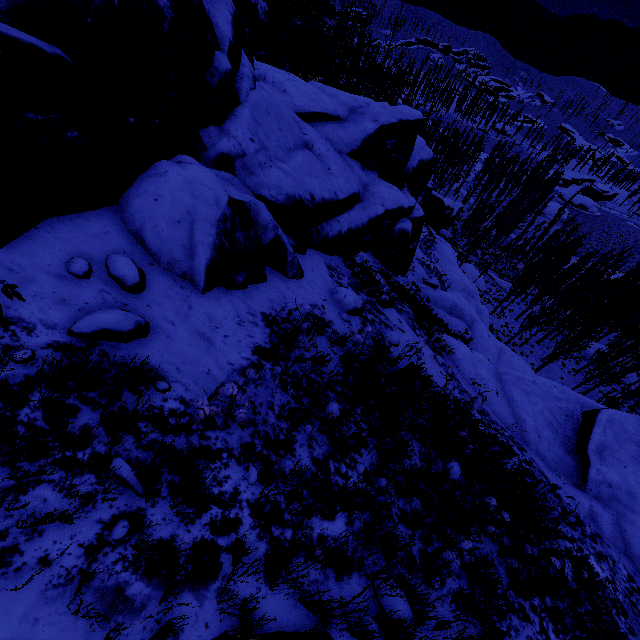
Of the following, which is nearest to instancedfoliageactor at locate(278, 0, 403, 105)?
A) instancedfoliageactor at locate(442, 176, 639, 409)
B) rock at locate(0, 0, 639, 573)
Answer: rock at locate(0, 0, 639, 573)

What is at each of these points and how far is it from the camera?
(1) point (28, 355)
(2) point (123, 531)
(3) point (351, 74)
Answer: (1) rock, 2.6 meters
(2) rock, 2.4 meters
(3) instancedfoliageactor, 27.3 meters

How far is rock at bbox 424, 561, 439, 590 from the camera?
3.9m

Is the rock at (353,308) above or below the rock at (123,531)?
below

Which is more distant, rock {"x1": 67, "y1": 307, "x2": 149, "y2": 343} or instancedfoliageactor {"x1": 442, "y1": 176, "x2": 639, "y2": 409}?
instancedfoliageactor {"x1": 442, "y1": 176, "x2": 639, "y2": 409}

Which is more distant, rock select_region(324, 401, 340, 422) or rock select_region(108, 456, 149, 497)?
rock select_region(324, 401, 340, 422)

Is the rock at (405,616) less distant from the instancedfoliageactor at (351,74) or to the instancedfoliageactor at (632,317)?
the instancedfoliageactor at (632,317)
